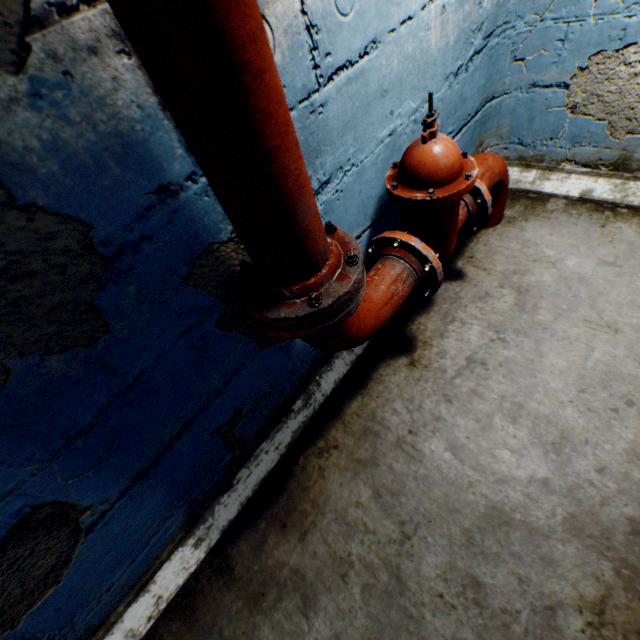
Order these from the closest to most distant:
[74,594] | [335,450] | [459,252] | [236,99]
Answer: [236,99] < [74,594] < [335,450] < [459,252]

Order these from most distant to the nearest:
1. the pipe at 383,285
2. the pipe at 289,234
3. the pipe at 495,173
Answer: the pipe at 495,173
the pipe at 383,285
the pipe at 289,234

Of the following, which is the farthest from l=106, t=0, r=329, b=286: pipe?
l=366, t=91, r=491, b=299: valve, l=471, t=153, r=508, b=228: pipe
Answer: l=471, t=153, r=508, b=228: pipe

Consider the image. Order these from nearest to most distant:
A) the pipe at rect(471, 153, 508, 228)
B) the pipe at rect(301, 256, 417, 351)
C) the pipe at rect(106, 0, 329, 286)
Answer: the pipe at rect(106, 0, 329, 286) → the pipe at rect(301, 256, 417, 351) → the pipe at rect(471, 153, 508, 228)

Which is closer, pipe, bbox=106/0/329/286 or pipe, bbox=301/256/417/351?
pipe, bbox=106/0/329/286

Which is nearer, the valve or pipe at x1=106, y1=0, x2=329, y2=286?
pipe at x1=106, y1=0, x2=329, y2=286

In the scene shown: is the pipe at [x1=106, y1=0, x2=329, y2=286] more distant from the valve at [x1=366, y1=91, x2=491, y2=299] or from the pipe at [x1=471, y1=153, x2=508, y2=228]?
the pipe at [x1=471, y1=153, x2=508, y2=228]

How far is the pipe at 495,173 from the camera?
1.69m
